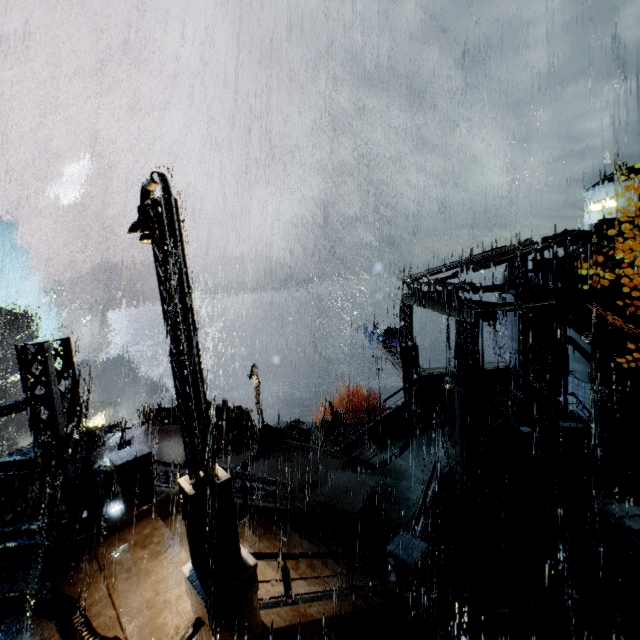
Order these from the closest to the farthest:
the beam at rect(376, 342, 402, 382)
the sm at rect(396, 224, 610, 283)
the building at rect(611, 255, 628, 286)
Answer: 1. the sm at rect(396, 224, 610, 283)
2. the building at rect(611, 255, 628, 286)
3. the beam at rect(376, 342, 402, 382)

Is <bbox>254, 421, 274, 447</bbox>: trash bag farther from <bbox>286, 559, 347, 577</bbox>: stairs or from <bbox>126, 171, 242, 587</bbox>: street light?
<bbox>126, 171, 242, 587</bbox>: street light

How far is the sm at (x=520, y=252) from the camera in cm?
1272

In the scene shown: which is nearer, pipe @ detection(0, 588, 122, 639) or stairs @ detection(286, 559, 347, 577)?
pipe @ detection(0, 588, 122, 639)

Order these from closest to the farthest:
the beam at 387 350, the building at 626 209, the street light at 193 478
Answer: the street light at 193 478 < the beam at 387 350 < the building at 626 209

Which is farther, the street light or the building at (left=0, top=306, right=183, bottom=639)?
the building at (left=0, top=306, right=183, bottom=639)

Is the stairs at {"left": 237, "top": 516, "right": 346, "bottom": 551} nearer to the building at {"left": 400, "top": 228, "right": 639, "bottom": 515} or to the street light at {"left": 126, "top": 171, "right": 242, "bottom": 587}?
the building at {"left": 400, "top": 228, "right": 639, "bottom": 515}

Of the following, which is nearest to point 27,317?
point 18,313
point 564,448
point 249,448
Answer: point 18,313
